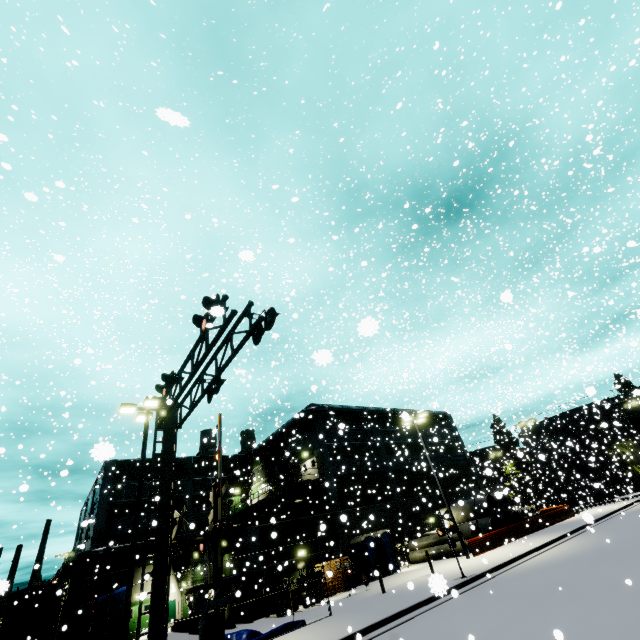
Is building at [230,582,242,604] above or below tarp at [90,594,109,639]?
Answer: below

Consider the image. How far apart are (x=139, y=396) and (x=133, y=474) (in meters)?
9.20

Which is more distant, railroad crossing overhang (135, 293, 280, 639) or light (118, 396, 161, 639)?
light (118, 396, 161, 639)

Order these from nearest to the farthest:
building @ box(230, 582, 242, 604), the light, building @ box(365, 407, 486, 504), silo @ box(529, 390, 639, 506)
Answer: building @ box(230, 582, 242, 604), the light, building @ box(365, 407, 486, 504), silo @ box(529, 390, 639, 506)

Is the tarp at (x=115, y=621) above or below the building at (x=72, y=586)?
below

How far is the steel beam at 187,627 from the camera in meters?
21.4

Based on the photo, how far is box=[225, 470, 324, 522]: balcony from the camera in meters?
28.4 m

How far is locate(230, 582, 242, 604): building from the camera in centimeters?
809cm
